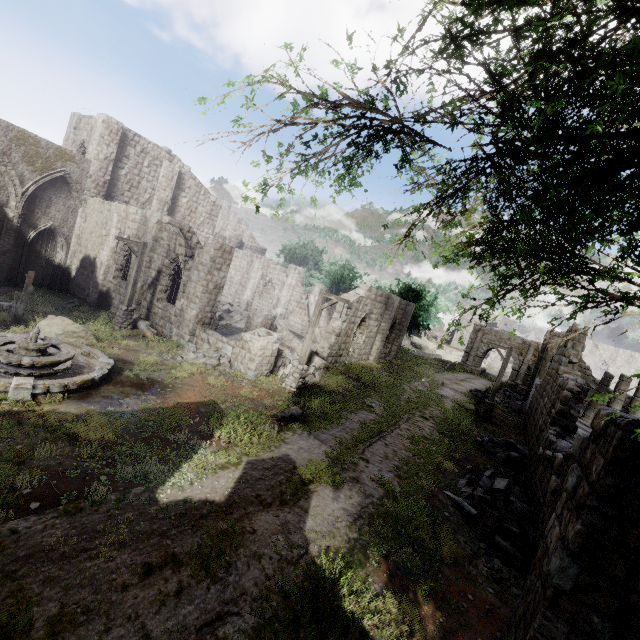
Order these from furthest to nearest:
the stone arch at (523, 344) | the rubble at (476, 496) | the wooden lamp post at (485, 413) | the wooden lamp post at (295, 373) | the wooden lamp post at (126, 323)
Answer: the stone arch at (523, 344) → the wooden lamp post at (485, 413) → the wooden lamp post at (126, 323) → the wooden lamp post at (295, 373) → the rubble at (476, 496)

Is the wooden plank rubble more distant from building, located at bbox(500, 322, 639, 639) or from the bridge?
the bridge

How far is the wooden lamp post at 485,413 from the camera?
19.6 meters

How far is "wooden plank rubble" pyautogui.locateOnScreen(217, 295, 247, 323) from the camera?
25.6 meters

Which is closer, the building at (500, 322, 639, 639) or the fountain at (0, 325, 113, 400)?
the building at (500, 322, 639, 639)

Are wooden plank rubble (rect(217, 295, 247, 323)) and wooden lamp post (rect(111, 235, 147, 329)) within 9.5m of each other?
yes

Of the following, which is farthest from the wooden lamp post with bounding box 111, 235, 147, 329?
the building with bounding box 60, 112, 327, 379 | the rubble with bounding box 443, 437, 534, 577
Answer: the rubble with bounding box 443, 437, 534, 577

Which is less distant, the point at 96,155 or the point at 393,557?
the point at 393,557
